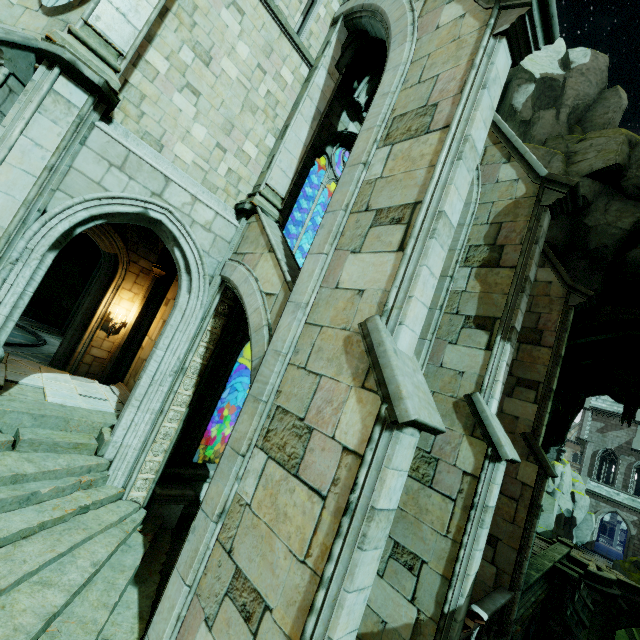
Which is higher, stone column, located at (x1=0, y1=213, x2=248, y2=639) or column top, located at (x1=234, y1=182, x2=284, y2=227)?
column top, located at (x1=234, y1=182, x2=284, y2=227)

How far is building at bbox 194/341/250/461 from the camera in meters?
12.3

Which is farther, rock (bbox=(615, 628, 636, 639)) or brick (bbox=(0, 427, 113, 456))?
rock (bbox=(615, 628, 636, 639))

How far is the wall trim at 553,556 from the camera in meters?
12.1

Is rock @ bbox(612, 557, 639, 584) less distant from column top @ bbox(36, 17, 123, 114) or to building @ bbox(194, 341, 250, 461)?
building @ bbox(194, 341, 250, 461)

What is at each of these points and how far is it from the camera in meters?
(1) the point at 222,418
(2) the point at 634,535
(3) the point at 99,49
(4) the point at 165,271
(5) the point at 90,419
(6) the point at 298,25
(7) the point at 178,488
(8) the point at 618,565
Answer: (1) building, 12.5 m
(2) building, 34.8 m
(3) column top, 5.6 m
(4) archway, 11.8 m
(5) stone column, 7.2 m
(6) building, 8.9 m
(7) column base, 7.7 m
(8) rock, 30.8 m

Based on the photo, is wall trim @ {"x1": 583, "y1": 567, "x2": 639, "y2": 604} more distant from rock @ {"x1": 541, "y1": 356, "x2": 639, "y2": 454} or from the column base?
the column base

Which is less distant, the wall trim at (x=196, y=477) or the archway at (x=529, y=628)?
the wall trim at (x=196, y=477)
